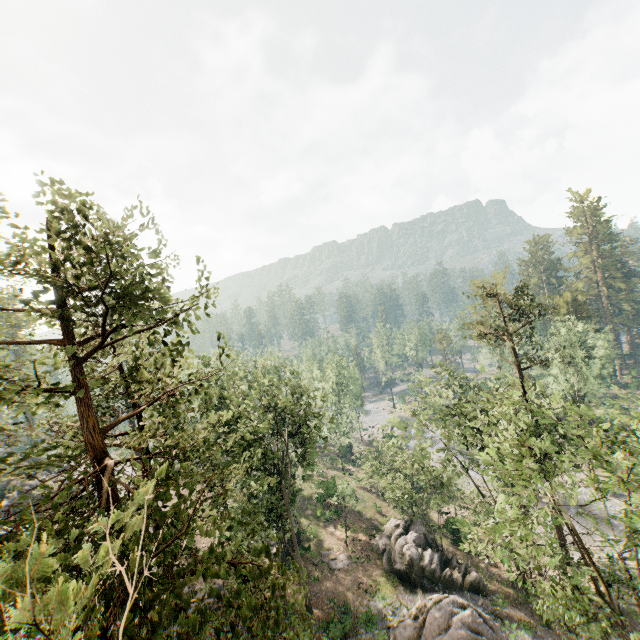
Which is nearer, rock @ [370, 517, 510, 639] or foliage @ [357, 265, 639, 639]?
foliage @ [357, 265, 639, 639]

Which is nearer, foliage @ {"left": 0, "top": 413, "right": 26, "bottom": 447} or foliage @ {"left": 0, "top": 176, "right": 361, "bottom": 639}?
foliage @ {"left": 0, "top": 176, "right": 361, "bottom": 639}

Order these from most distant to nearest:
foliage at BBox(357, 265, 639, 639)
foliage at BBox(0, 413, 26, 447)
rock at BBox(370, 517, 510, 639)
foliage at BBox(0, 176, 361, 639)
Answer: rock at BBox(370, 517, 510, 639), foliage at BBox(357, 265, 639, 639), foliage at BBox(0, 413, 26, 447), foliage at BBox(0, 176, 361, 639)

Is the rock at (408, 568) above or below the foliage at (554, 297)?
below

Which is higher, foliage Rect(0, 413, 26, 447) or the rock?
foliage Rect(0, 413, 26, 447)

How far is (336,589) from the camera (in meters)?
26.84

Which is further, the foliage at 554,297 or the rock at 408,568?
the rock at 408,568
